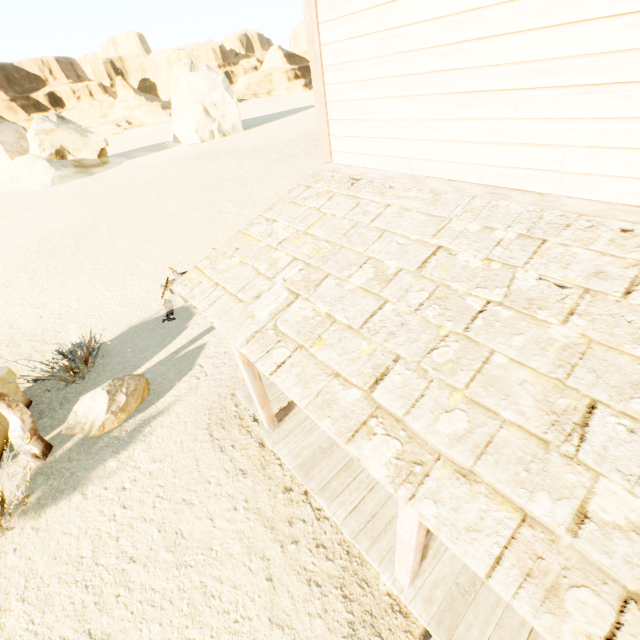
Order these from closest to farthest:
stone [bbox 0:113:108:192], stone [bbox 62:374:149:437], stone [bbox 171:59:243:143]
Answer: stone [bbox 62:374:149:437] → stone [bbox 0:113:108:192] → stone [bbox 171:59:243:143]

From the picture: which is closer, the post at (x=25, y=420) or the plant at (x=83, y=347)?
the post at (x=25, y=420)

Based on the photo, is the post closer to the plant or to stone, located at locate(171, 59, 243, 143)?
the plant

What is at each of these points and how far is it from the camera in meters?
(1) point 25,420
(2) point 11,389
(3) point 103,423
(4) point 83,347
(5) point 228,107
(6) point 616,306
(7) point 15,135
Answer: (1) post, 5.6
(2) stone, 6.7
(3) stone, 5.9
(4) plant, 7.6
(5) stone, 36.2
(6) building, 1.7
(7) stone, 28.6

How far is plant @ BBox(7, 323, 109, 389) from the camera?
6.8 meters

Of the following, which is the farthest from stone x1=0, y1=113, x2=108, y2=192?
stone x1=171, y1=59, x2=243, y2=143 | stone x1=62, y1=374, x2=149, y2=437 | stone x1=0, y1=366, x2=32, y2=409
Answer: stone x1=62, y1=374, x2=149, y2=437

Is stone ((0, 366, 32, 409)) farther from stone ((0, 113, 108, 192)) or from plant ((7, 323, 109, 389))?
stone ((0, 113, 108, 192))

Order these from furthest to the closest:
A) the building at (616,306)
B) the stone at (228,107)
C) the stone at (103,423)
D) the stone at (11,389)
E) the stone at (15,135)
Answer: the stone at (228,107), the stone at (15,135), the stone at (11,389), the stone at (103,423), the building at (616,306)
